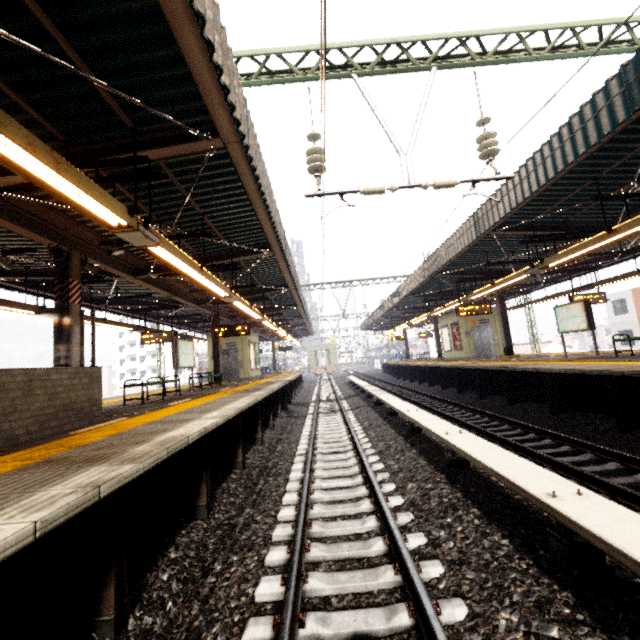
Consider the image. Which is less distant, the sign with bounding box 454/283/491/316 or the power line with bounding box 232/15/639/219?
the power line with bounding box 232/15/639/219

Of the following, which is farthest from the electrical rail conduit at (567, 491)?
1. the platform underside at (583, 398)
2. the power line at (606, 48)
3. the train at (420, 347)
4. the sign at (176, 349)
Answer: the train at (420, 347)

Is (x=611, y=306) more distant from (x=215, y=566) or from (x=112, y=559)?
(x=112, y=559)

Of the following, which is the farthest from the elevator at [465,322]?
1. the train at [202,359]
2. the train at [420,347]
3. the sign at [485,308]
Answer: the train at [420,347]

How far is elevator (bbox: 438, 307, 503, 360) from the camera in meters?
18.9

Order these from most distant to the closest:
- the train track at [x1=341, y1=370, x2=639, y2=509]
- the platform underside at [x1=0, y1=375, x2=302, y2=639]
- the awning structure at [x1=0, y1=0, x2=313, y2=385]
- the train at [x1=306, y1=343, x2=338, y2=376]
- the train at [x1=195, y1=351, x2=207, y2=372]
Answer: the train at [x1=306, y1=343, x2=338, y2=376]
the train at [x1=195, y1=351, x2=207, y2=372]
the train track at [x1=341, y1=370, x2=639, y2=509]
the awning structure at [x1=0, y1=0, x2=313, y2=385]
the platform underside at [x1=0, y1=375, x2=302, y2=639]

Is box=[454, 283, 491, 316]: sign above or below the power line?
below

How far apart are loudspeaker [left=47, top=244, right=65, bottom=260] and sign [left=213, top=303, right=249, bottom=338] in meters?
7.3
